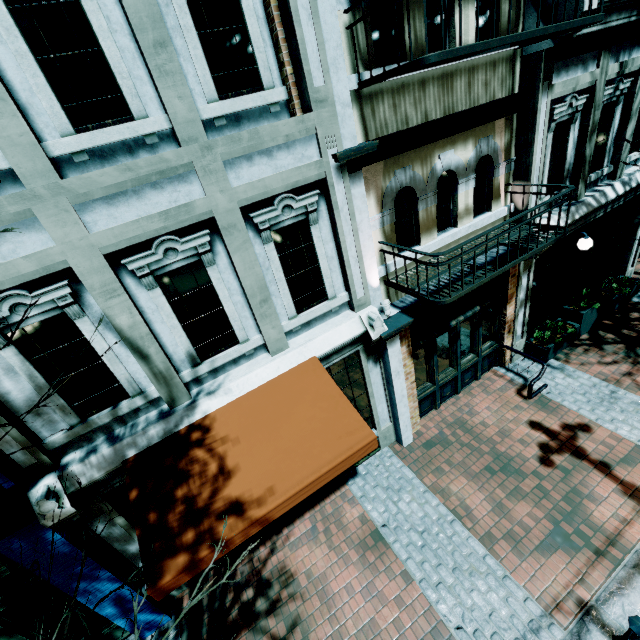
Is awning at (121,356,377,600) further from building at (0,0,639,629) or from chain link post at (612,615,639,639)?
chain link post at (612,615,639,639)

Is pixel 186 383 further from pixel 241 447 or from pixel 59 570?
pixel 59 570

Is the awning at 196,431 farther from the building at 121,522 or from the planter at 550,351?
the planter at 550,351

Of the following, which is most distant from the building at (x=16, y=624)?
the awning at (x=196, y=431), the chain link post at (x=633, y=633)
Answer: the chain link post at (x=633, y=633)

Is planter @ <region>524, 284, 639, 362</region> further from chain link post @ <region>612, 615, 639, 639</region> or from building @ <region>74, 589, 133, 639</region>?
chain link post @ <region>612, 615, 639, 639</region>

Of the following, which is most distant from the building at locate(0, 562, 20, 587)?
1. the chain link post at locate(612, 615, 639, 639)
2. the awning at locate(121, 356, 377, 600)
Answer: the chain link post at locate(612, 615, 639, 639)

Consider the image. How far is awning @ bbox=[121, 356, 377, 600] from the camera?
3.6m
